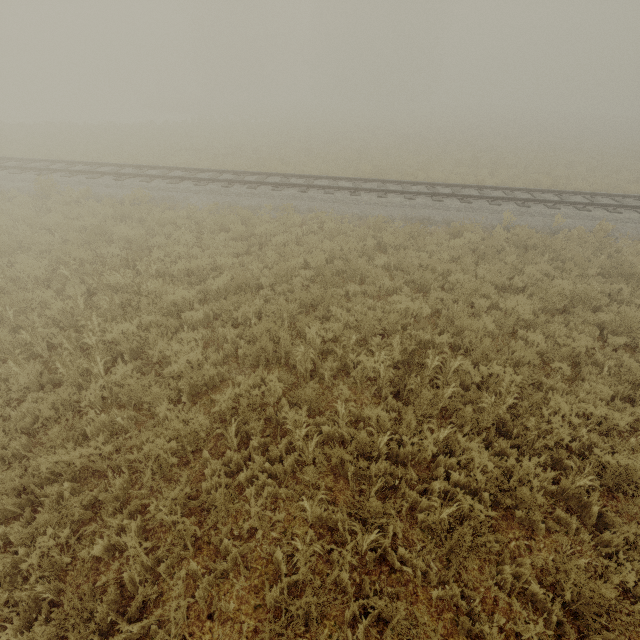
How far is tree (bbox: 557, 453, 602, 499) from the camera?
3.98m

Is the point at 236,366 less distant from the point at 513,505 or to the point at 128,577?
the point at 128,577

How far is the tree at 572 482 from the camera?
4.0 meters
